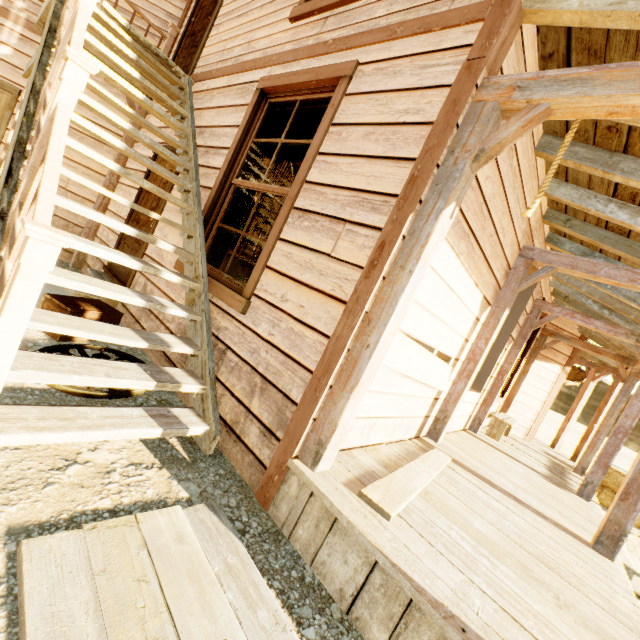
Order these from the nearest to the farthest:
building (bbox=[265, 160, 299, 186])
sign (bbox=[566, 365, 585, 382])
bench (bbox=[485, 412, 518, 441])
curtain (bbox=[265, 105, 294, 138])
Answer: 1. curtain (bbox=[265, 105, 294, 138])
2. bench (bbox=[485, 412, 518, 441])
3. building (bbox=[265, 160, 299, 186])
4. sign (bbox=[566, 365, 585, 382])

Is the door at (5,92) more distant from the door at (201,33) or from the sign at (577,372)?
the sign at (577,372)

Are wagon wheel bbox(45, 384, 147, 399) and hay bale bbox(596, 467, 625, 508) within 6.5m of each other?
no

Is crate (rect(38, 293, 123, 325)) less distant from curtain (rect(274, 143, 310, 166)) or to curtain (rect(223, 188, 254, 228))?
curtain (rect(223, 188, 254, 228))

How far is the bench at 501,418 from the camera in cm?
637

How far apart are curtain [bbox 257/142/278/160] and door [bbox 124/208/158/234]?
1.18m

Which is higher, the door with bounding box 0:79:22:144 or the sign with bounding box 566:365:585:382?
the sign with bounding box 566:365:585:382

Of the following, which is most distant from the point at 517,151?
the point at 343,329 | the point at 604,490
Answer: the point at 604,490
